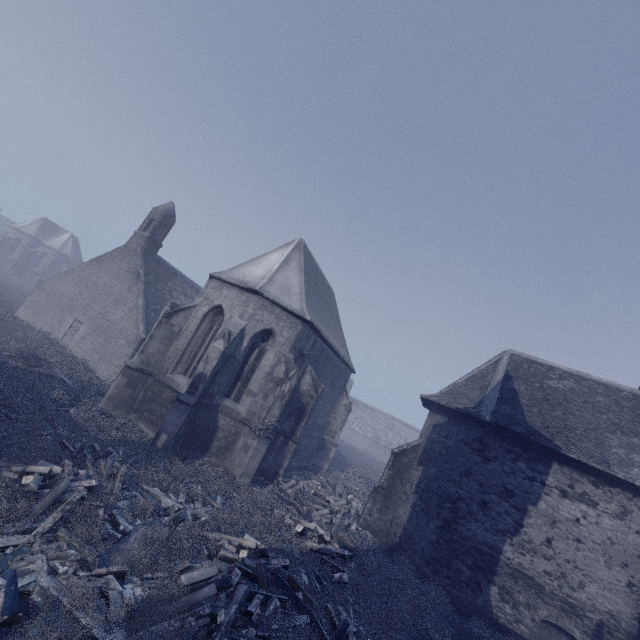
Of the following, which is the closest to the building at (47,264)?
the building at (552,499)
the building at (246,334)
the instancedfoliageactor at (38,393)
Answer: the building at (246,334)

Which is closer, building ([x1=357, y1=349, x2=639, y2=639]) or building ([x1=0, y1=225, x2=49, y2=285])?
building ([x1=357, y1=349, x2=639, y2=639])

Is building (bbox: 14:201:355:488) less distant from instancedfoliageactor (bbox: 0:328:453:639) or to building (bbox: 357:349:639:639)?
instancedfoliageactor (bbox: 0:328:453:639)

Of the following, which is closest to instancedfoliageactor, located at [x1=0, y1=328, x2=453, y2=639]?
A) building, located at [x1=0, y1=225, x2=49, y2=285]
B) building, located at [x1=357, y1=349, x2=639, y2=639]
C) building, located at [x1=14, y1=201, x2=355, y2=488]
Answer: building, located at [x1=14, y1=201, x2=355, y2=488]

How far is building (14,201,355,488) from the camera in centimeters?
1332cm

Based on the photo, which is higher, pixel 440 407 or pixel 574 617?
pixel 440 407

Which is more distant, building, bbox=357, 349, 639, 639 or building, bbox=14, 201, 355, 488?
building, bbox=14, 201, 355, 488

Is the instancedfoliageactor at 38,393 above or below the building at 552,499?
below
